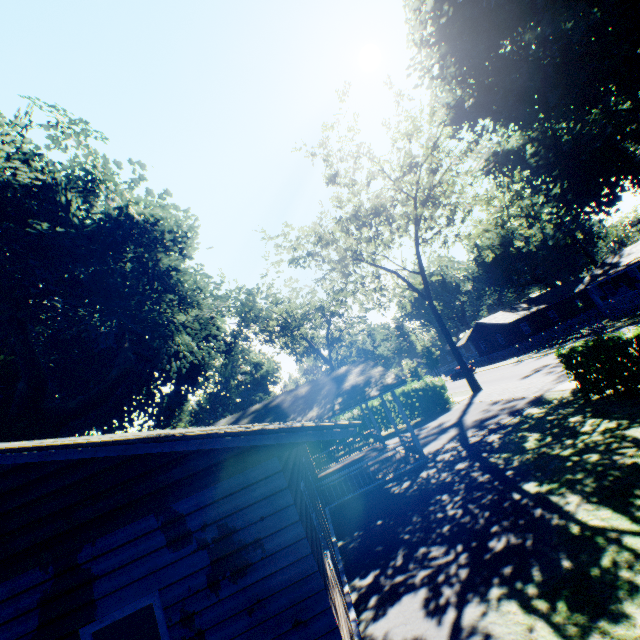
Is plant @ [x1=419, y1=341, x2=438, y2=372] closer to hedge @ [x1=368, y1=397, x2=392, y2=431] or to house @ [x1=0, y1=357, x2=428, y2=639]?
hedge @ [x1=368, y1=397, x2=392, y2=431]

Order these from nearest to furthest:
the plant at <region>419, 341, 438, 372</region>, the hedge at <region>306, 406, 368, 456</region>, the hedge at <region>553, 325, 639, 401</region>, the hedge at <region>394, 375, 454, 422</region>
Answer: the hedge at <region>553, 325, 639, 401</region> < the hedge at <region>394, 375, 454, 422</region> < the hedge at <region>306, 406, 368, 456</region> < the plant at <region>419, 341, 438, 372</region>

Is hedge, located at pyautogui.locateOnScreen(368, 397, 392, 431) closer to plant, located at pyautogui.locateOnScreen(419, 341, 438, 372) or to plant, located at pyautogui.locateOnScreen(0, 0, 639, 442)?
plant, located at pyautogui.locateOnScreen(0, 0, 639, 442)

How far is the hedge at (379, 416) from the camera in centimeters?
2642cm

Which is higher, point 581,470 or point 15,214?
point 15,214

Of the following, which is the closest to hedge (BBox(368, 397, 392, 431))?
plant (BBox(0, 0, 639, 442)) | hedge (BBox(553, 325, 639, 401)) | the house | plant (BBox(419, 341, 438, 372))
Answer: the house

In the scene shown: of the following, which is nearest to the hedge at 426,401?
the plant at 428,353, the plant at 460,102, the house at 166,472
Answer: the house at 166,472

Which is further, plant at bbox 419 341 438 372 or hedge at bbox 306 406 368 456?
plant at bbox 419 341 438 372
